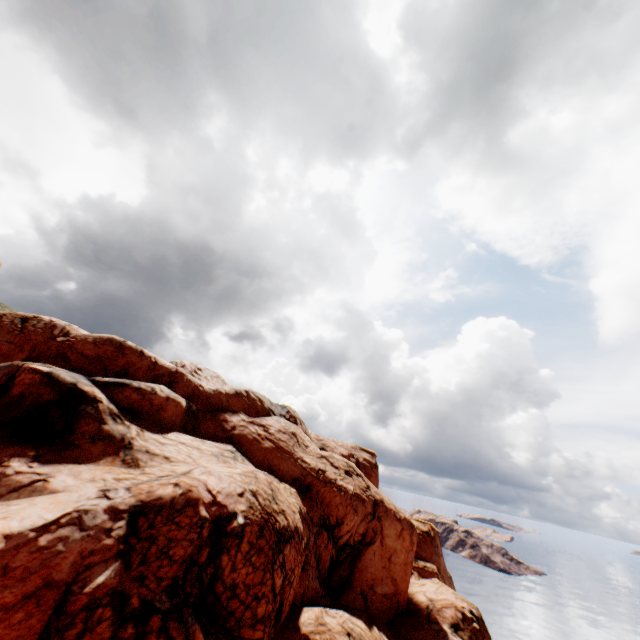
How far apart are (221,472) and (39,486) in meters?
8.2
